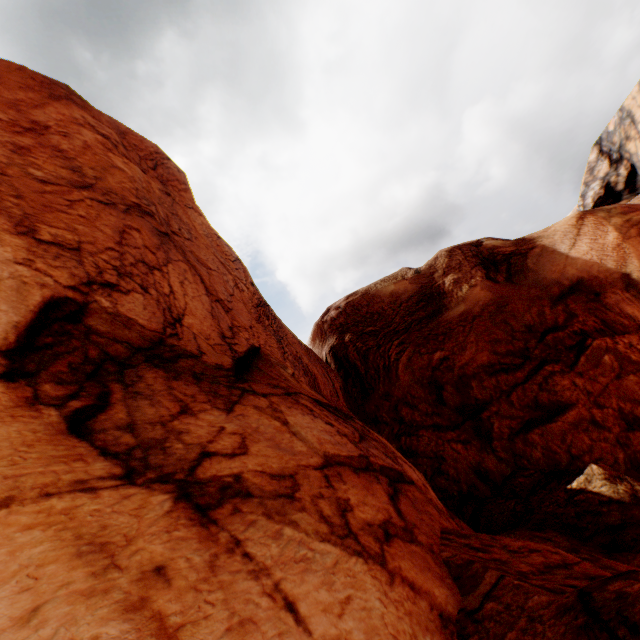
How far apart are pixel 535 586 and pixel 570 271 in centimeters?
1283cm
